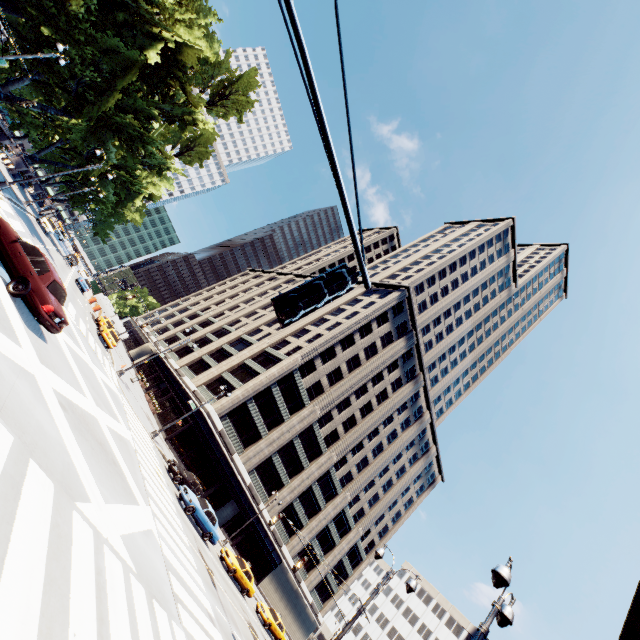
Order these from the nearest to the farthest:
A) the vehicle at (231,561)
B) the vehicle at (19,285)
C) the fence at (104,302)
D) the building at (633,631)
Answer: the vehicle at (19,285) < the building at (633,631) < the vehicle at (231,561) < the fence at (104,302)

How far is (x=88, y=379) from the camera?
16.2 meters

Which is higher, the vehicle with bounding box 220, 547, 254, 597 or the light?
the light

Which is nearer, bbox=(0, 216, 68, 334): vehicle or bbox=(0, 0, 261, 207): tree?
bbox=(0, 216, 68, 334): vehicle

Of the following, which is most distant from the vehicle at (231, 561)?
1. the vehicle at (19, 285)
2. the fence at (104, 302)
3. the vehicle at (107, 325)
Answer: the fence at (104, 302)

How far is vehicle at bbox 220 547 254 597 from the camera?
26.0m

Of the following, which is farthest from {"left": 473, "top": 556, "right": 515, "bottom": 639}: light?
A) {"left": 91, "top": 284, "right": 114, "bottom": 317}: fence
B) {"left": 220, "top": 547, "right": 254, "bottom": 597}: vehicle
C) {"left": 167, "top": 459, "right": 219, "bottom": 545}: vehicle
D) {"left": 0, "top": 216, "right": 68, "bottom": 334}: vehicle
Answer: {"left": 91, "top": 284, "right": 114, "bottom": 317}: fence

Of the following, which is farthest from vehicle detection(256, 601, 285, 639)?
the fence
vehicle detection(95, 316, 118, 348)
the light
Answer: the fence
